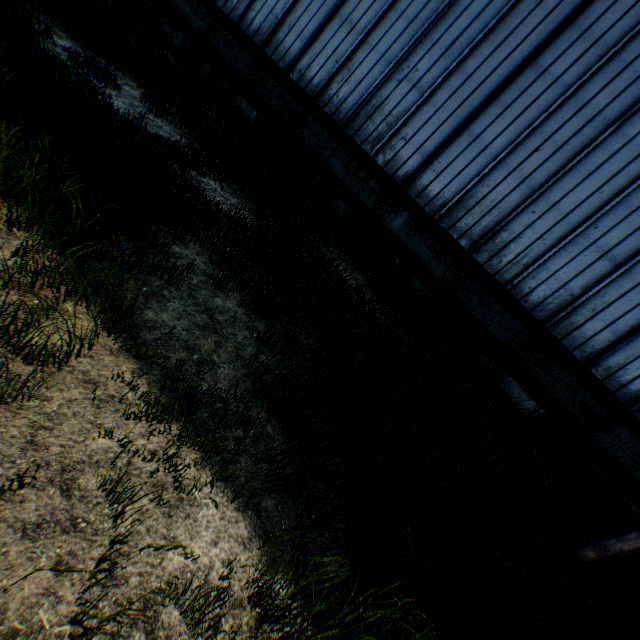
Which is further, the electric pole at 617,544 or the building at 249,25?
the building at 249,25

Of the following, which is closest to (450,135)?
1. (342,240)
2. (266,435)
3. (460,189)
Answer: (460,189)

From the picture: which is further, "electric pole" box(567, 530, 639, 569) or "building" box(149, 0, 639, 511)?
"building" box(149, 0, 639, 511)
